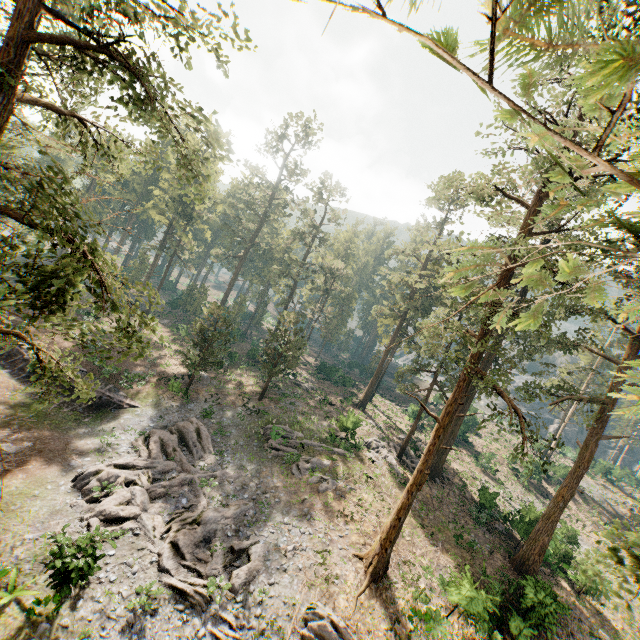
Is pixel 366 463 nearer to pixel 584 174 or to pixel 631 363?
pixel 631 363

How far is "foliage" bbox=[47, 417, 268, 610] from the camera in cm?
1644

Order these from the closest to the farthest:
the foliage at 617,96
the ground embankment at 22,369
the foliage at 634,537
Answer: the foliage at 617,96 < the foliage at 634,537 < the ground embankment at 22,369

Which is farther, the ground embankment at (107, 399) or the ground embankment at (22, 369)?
the ground embankment at (22, 369)

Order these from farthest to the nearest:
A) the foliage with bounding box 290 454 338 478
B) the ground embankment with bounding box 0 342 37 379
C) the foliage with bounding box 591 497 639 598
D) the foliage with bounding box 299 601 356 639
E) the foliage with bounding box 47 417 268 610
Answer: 1. the ground embankment with bounding box 0 342 37 379
2. the foliage with bounding box 290 454 338 478
3. the foliage with bounding box 47 417 268 610
4. the foliage with bounding box 299 601 356 639
5. the foliage with bounding box 591 497 639 598

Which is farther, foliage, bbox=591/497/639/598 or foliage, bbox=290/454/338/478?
foliage, bbox=290/454/338/478

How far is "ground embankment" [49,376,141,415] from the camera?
26.86m
